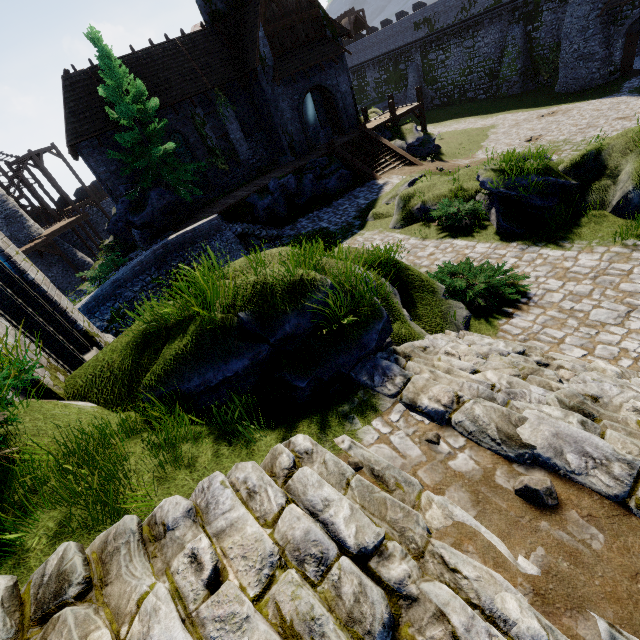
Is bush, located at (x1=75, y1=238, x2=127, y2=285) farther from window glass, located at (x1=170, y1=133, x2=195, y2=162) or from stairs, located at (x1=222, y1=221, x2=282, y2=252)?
window glass, located at (x1=170, y1=133, x2=195, y2=162)

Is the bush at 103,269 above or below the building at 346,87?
below

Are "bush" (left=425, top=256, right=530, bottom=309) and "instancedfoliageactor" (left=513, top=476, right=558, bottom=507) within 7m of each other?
yes

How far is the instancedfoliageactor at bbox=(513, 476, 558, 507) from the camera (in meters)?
2.79

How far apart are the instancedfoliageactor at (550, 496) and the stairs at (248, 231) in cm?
1637

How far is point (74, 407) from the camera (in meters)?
4.55

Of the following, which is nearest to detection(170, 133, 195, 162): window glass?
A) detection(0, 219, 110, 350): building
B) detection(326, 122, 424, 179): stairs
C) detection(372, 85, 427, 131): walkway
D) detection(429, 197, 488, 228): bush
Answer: detection(326, 122, 424, 179): stairs

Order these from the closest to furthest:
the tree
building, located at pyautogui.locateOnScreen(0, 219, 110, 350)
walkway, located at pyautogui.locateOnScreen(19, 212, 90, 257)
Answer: building, located at pyautogui.locateOnScreen(0, 219, 110, 350), the tree, walkway, located at pyautogui.locateOnScreen(19, 212, 90, 257)
